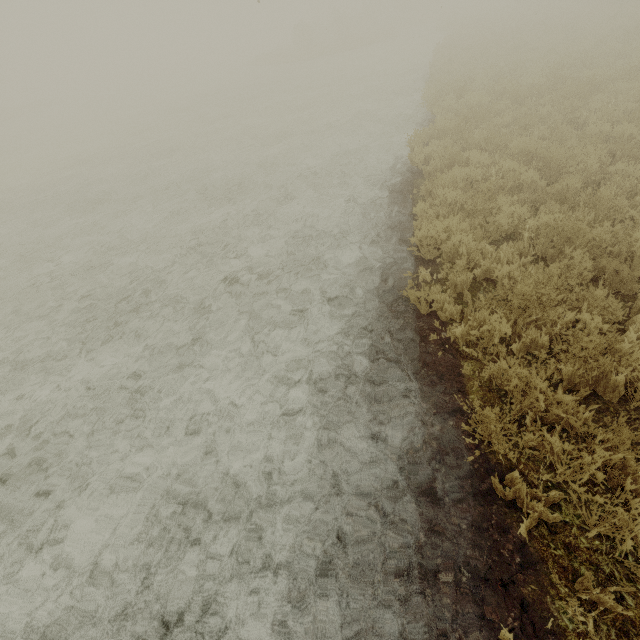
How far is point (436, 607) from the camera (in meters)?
2.40
